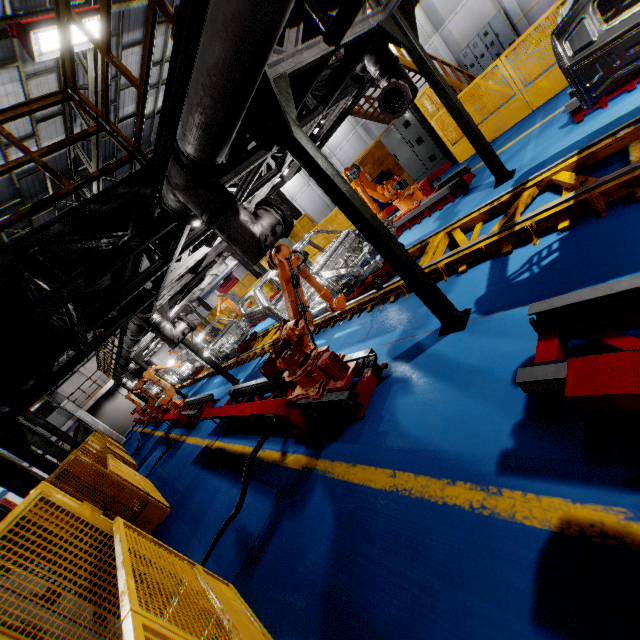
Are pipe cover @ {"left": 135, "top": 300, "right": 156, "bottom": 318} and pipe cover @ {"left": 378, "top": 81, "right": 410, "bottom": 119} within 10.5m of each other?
yes

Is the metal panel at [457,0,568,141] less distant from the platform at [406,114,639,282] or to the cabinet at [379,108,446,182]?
the cabinet at [379,108,446,182]

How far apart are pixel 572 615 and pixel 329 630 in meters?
1.7 m

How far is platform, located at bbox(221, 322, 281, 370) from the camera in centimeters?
1021cm

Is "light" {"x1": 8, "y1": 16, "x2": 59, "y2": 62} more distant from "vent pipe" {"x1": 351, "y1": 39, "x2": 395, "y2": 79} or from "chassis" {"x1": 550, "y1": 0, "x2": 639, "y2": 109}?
"chassis" {"x1": 550, "y1": 0, "x2": 639, "y2": 109}

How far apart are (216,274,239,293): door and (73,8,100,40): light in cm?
4084

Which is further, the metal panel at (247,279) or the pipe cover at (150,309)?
the metal panel at (247,279)

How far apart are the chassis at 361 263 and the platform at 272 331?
0.0m
